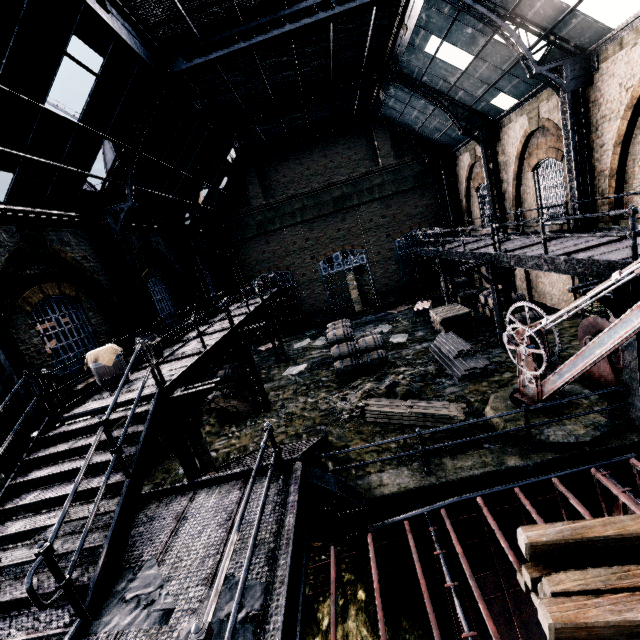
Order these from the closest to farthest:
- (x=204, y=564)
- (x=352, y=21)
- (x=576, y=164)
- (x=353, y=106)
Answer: (x=204, y=564) < (x=576, y=164) < (x=352, y=21) < (x=353, y=106)

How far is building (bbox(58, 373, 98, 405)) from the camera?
9.4 meters

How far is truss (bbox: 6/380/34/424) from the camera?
7.4 meters

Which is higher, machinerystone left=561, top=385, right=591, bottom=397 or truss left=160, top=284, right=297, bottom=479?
truss left=160, top=284, right=297, bottom=479

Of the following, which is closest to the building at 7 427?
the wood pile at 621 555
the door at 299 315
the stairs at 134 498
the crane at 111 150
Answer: → the door at 299 315

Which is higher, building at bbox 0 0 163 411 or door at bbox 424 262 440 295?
building at bbox 0 0 163 411

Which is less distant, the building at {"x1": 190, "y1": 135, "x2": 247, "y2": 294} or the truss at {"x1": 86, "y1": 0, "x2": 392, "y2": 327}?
the truss at {"x1": 86, "y1": 0, "x2": 392, "y2": 327}

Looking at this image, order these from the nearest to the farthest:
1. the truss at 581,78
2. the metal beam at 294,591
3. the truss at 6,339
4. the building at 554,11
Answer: the metal beam at 294,591 < the truss at 6,339 < the building at 554,11 < the truss at 581,78
